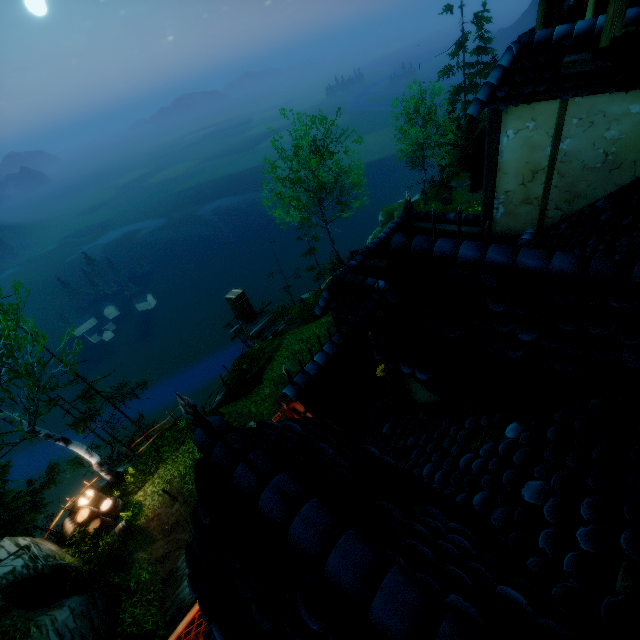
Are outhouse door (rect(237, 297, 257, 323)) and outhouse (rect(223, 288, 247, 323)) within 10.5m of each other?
yes

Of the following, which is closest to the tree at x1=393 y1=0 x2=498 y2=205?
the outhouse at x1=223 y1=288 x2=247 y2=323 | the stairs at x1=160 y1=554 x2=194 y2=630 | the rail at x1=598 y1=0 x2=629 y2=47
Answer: the outhouse at x1=223 y1=288 x2=247 y2=323

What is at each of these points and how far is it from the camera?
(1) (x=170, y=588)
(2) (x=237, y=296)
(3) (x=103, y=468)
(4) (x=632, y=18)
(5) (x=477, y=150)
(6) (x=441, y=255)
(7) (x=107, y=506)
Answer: (1) stairs, 10.12m
(2) outhouse, 24.42m
(3) tree, 13.84m
(4) building, 4.32m
(5) window shutters, 7.25m
(6) building, 3.30m
(7) barrel, 13.05m

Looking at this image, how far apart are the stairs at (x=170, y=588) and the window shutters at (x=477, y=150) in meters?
12.4 m

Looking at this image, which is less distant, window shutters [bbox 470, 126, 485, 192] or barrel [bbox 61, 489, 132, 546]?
window shutters [bbox 470, 126, 485, 192]

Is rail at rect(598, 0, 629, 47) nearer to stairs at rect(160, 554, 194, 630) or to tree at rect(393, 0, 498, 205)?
stairs at rect(160, 554, 194, 630)

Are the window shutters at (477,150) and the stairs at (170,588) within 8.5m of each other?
no

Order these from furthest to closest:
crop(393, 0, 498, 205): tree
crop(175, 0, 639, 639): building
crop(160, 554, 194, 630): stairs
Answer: crop(393, 0, 498, 205): tree, crop(160, 554, 194, 630): stairs, crop(175, 0, 639, 639): building
